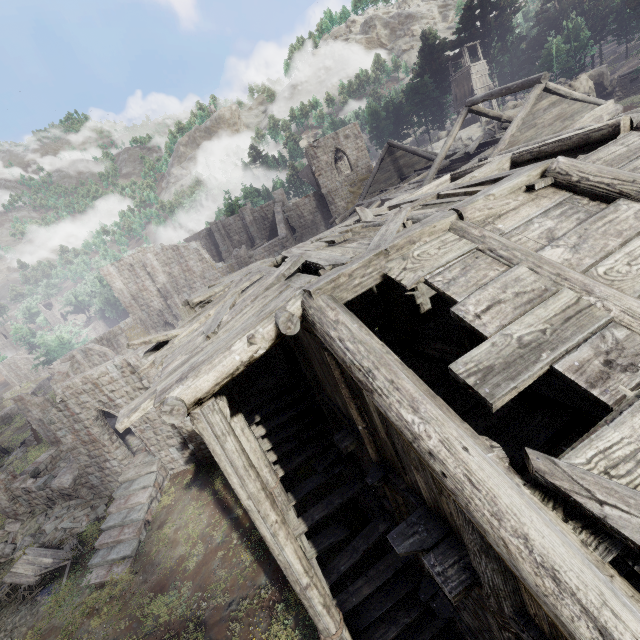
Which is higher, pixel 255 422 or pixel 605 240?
pixel 605 240

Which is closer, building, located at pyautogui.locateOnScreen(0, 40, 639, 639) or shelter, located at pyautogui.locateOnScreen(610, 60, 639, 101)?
building, located at pyautogui.locateOnScreen(0, 40, 639, 639)

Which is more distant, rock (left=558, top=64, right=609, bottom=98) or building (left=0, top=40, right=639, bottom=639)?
rock (left=558, top=64, right=609, bottom=98)

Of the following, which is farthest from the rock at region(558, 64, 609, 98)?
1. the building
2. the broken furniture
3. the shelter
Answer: the broken furniture

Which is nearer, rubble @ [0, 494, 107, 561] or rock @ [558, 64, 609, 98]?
rubble @ [0, 494, 107, 561]

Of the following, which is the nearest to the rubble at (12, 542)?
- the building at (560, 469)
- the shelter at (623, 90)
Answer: the building at (560, 469)

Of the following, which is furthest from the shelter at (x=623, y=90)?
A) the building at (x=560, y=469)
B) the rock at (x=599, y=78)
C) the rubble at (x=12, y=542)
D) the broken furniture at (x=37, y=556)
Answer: the broken furniture at (x=37, y=556)

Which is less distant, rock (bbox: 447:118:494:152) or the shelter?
the shelter
